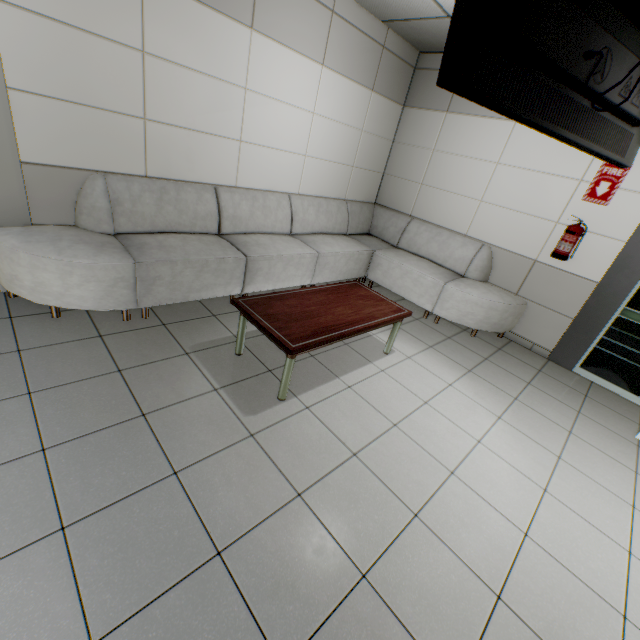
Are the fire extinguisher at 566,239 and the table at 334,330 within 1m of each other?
no

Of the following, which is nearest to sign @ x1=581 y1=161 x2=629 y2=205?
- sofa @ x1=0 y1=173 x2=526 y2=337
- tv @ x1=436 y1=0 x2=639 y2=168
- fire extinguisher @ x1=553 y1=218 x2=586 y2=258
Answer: fire extinguisher @ x1=553 y1=218 x2=586 y2=258

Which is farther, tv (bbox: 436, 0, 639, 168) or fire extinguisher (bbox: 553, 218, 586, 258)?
fire extinguisher (bbox: 553, 218, 586, 258)

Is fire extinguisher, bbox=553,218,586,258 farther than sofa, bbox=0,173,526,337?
Yes

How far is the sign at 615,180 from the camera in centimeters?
354cm

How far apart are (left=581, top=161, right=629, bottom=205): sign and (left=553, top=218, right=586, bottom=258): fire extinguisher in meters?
0.3 m

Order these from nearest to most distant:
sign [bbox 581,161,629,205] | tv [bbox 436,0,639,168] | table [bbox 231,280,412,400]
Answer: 1. tv [bbox 436,0,639,168]
2. table [bbox 231,280,412,400]
3. sign [bbox 581,161,629,205]

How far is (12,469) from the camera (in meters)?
1.62
